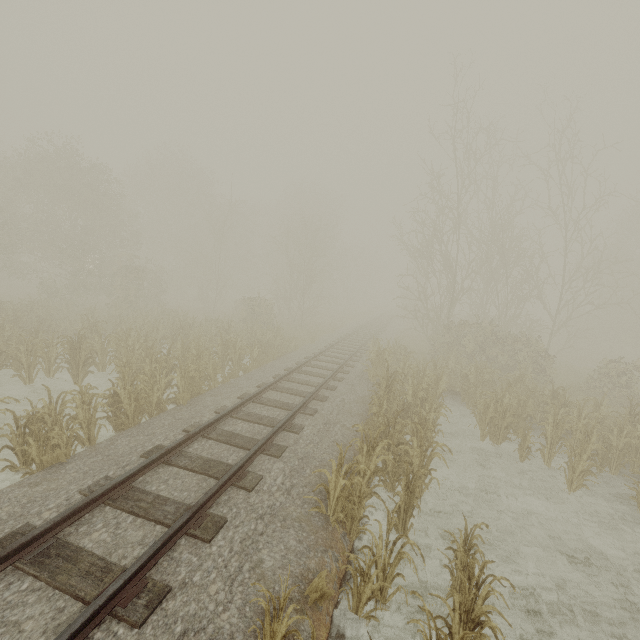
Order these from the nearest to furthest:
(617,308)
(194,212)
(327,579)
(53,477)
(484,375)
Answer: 1. (327,579)
2. (53,477)
3. (484,375)
4. (617,308)
5. (194,212)
